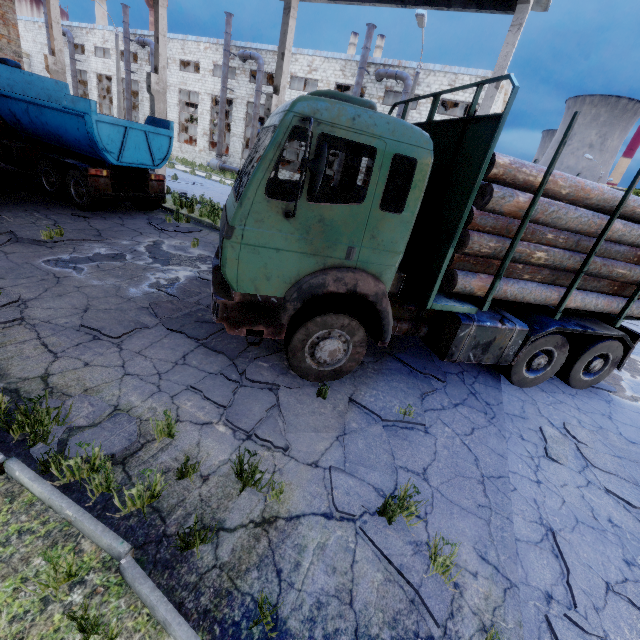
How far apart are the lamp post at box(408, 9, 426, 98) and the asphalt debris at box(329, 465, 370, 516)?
18.9m

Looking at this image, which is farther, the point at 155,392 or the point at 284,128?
the point at 155,392

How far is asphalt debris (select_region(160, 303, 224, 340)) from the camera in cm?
546

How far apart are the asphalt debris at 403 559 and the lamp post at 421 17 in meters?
18.9 m

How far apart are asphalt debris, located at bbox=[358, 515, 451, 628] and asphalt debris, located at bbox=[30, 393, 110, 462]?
2.10m

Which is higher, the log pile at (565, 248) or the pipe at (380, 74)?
the pipe at (380, 74)

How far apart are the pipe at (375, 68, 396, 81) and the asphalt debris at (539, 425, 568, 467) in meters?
24.8 m

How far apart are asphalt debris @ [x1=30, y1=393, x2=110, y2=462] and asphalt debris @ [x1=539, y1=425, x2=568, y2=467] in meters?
5.5
